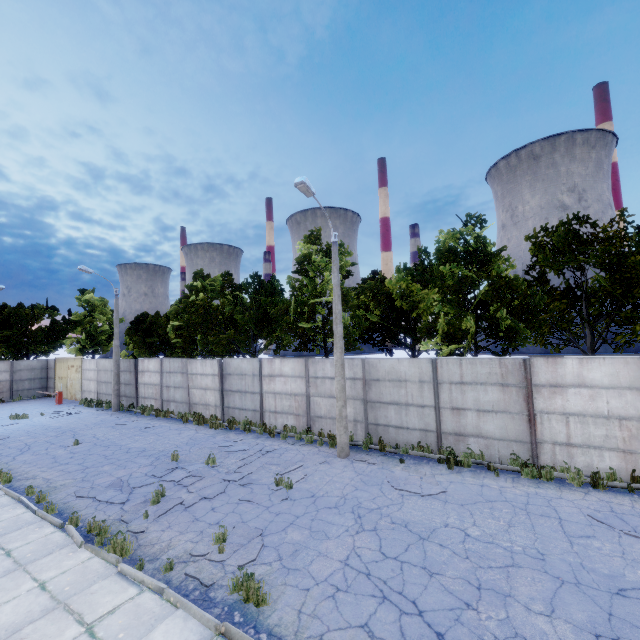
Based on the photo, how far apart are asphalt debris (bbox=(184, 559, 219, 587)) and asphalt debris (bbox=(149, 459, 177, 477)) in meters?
4.3

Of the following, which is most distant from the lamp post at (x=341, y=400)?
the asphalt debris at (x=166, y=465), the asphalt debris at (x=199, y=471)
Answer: the asphalt debris at (x=166, y=465)

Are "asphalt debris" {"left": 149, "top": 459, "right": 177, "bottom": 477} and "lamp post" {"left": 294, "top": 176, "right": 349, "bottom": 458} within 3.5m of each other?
no

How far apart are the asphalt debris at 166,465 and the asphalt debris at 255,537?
4.3 meters

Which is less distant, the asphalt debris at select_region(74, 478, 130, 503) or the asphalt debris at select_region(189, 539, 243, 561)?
the asphalt debris at select_region(189, 539, 243, 561)

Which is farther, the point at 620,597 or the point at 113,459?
the point at 113,459

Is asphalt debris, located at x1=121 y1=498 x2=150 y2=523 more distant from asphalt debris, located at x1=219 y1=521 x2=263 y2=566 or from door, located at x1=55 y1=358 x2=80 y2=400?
door, located at x1=55 y1=358 x2=80 y2=400
